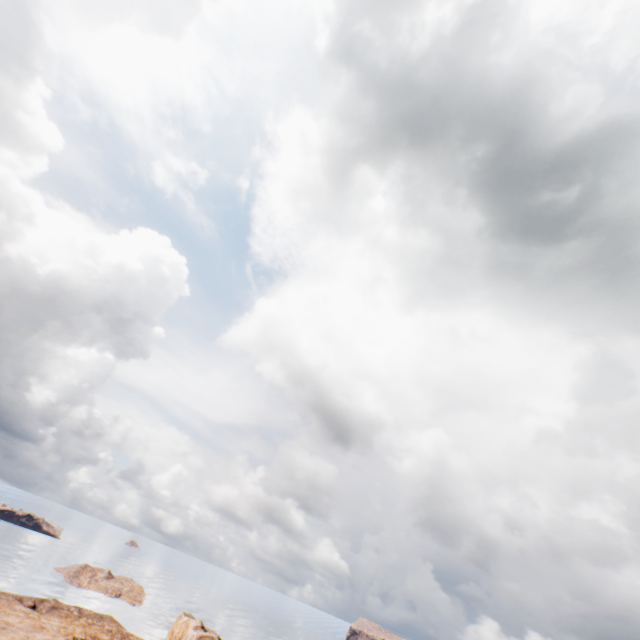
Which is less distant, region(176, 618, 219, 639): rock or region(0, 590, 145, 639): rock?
region(0, 590, 145, 639): rock

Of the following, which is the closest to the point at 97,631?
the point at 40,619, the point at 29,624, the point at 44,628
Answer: the point at 40,619

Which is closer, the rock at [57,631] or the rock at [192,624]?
the rock at [57,631]
